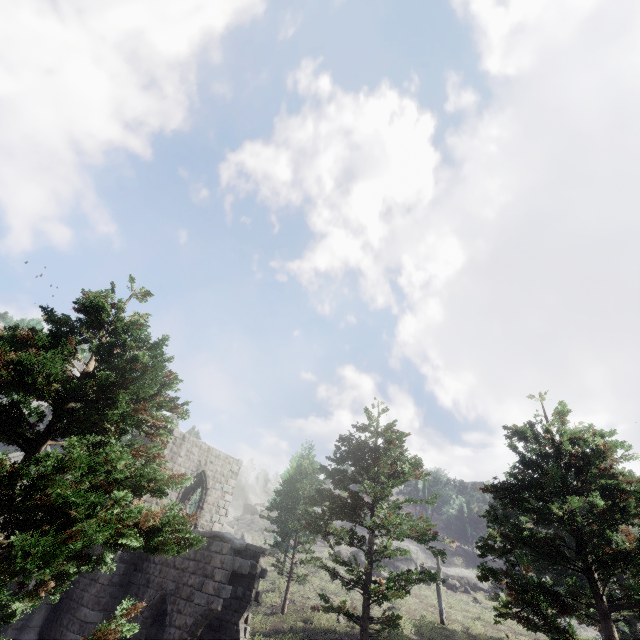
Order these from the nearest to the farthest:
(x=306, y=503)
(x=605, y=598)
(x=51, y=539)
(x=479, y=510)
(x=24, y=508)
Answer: (x=51, y=539) < (x=24, y=508) < (x=605, y=598) < (x=306, y=503) < (x=479, y=510)

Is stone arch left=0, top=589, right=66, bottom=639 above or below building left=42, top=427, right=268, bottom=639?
below

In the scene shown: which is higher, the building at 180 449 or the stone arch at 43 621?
the building at 180 449
